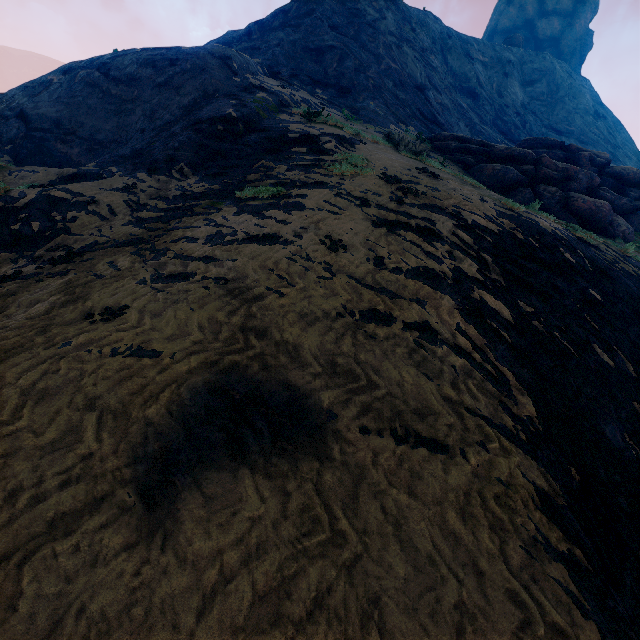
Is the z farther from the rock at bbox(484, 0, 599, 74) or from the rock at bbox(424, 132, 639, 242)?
the rock at bbox(484, 0, 599, 74)

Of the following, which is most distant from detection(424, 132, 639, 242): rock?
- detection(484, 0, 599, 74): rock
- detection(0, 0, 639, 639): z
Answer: detection(484, 0, 599, 74): rock

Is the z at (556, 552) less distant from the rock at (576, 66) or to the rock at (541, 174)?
the rock at (541, 174)

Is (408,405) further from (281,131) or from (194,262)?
(281,131)

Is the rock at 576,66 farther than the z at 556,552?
Yes

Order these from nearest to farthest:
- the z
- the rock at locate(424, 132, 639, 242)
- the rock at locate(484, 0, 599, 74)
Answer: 1. the z
2. the rock at locate(424, 132, 639, 242)
3. the rock at locate(484, 0, 599, 74)
